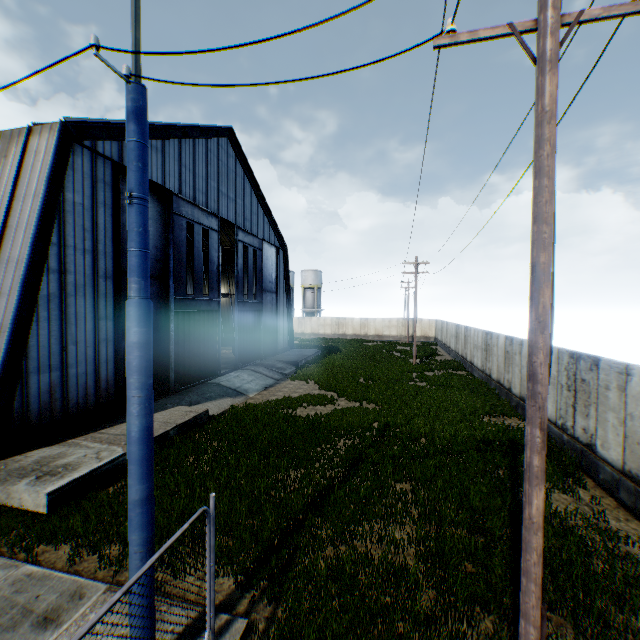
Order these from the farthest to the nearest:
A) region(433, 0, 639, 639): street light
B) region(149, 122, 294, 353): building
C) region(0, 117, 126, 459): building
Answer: region(149, 122, 294, 353): building
region(0, 117, 126, 459): building
region(433, 0, 639, 639): street light

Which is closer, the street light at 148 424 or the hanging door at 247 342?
the street light at 148 424

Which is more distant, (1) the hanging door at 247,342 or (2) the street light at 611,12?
(1) the hanging door at 247,342

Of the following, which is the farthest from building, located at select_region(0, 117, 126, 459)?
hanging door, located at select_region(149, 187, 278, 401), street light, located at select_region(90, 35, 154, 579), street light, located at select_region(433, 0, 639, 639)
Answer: street light, located at select_region(433, 0, 639, 639)

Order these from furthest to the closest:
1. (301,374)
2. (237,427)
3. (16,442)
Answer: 1. (301,374)
2. (237,427)
3. (16,442)

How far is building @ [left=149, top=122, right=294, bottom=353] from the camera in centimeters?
1647cm

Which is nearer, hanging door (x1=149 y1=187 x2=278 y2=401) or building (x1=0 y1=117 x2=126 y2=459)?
building (x1=0 y1=117 x2=126 y2=459)
